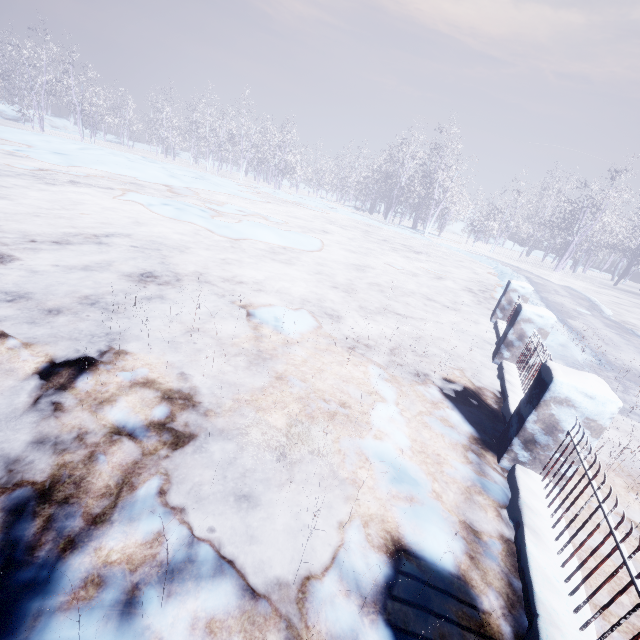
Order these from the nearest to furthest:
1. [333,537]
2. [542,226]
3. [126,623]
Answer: [126,623] < [333,537] < [542,226]
